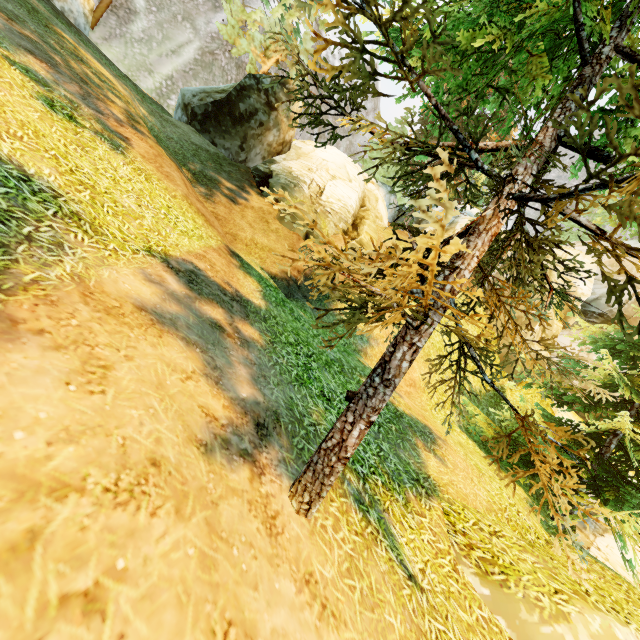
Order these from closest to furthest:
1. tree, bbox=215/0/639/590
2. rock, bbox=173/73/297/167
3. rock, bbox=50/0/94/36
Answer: tree, bbox=215/0/639/590, rock, bbox=173/73/297/167, rock, bbox=50/0/94/36

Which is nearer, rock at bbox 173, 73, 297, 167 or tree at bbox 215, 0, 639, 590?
tree at bbox 215, 0, 639, 590

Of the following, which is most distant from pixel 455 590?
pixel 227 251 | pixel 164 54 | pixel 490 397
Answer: pixel 164 54

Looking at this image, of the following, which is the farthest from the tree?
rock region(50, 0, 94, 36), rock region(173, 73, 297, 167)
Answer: rock region(50, 0, 94, 36)

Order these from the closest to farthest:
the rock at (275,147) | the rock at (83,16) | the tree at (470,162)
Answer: the tree at (470,162) < the rock at (275,147) < the rock at (83,16)

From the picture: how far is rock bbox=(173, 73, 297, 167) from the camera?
14.4 meters

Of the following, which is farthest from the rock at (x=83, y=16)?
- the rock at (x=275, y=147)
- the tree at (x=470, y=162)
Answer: the rock at (x=275, y=147)

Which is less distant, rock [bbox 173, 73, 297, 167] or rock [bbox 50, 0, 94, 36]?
rock [bbox 173, 73, 297, 167]
